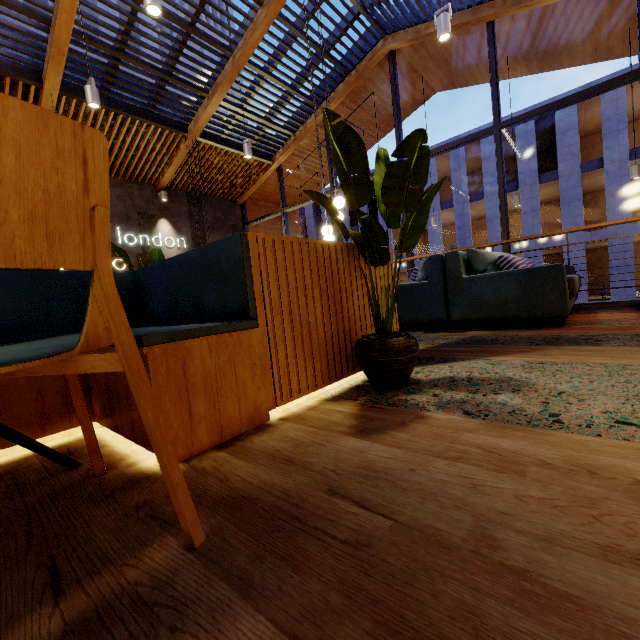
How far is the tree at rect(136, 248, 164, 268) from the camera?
3.2m

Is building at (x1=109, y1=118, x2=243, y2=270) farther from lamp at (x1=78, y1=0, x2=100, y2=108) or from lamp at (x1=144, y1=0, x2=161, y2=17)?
lamp at (x1=144, y1=0, x2=161, y2=17)

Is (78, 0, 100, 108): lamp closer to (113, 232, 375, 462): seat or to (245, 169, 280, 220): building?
(113, 232, 375, 462): seat

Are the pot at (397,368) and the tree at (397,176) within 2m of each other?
yes

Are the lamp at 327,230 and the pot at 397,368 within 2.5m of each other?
no

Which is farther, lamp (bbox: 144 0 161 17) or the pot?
lamp (bbox: 144 0 161 17)

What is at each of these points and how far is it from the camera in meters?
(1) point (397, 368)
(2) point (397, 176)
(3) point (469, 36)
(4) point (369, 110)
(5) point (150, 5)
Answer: (1) pot, 1.6 m
(2) tree, 1.4 m
(3) building, 6.9 m
(4) building, 9.3 m
(5) lamp, 3.2 m

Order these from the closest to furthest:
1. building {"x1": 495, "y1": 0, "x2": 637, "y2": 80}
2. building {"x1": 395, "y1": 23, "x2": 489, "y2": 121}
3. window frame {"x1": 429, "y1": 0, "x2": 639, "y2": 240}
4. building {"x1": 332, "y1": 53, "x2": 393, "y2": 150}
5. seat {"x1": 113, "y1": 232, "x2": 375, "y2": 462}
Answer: seat {"x1": 113, "y1": 232, "x2": 375, "y2": 462} < window frame {"x1": 429, "y1": 0, "x2": 639, "y2": 240} < building {"x1": 495, "y1": 0, "x2": 637, "y2": 80} < building {"x1": 395, "y1": 23, "x2": 489, "y2": 121} < building {"x1": 332, "y1": 53, "x2": 393, "y2": 150}
